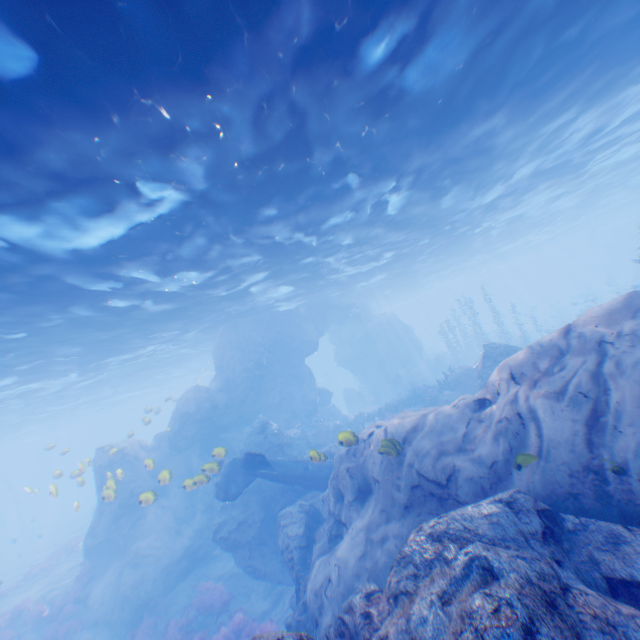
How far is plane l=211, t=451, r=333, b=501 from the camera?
13.6m

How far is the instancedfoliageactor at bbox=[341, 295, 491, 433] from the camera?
22.3 meters

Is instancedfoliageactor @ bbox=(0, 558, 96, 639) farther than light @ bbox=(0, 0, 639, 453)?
Yes

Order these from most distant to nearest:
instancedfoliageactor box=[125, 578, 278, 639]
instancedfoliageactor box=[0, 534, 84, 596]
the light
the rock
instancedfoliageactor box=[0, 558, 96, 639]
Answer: instancedfoliageactor box=[0, 534, 84, 596] → instancedfoliageactor box=[0, 558, 96, 639] → instancedfoliageactor box=[125, 578, 278, 639] → the light → the rock

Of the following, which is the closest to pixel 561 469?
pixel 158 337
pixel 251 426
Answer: pixel 251 426

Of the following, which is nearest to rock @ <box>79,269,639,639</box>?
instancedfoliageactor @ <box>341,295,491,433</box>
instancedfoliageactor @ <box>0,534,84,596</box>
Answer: instancedfoliageactor @ <box>341,295,491,433</box>

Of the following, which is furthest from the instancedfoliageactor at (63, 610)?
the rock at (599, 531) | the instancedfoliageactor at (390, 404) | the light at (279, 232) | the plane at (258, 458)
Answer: the instancedfoliageactor at (390, 404)

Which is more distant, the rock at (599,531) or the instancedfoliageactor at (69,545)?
the instancedfoliageactor at (69,545)
